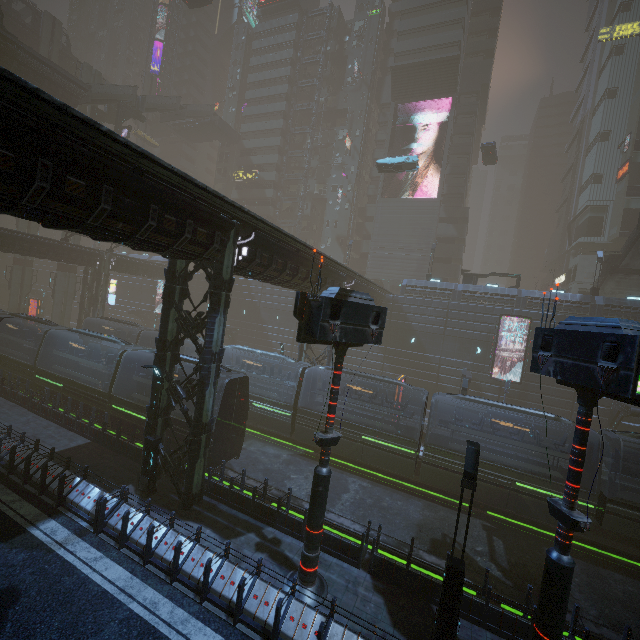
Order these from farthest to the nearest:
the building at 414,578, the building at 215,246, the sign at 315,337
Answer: the building at 414,578 → the sign at 315,337 → the building at 215,246

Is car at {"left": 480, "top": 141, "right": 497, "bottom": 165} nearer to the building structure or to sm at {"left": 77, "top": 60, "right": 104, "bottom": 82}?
the building structure

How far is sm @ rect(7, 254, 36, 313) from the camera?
46.06m

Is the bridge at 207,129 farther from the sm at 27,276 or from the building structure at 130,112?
the sm at 27,276

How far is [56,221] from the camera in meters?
8.2

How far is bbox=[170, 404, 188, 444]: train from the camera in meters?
16.8 m

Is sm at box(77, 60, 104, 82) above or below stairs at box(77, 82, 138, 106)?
above

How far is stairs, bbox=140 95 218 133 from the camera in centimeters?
4459cm
